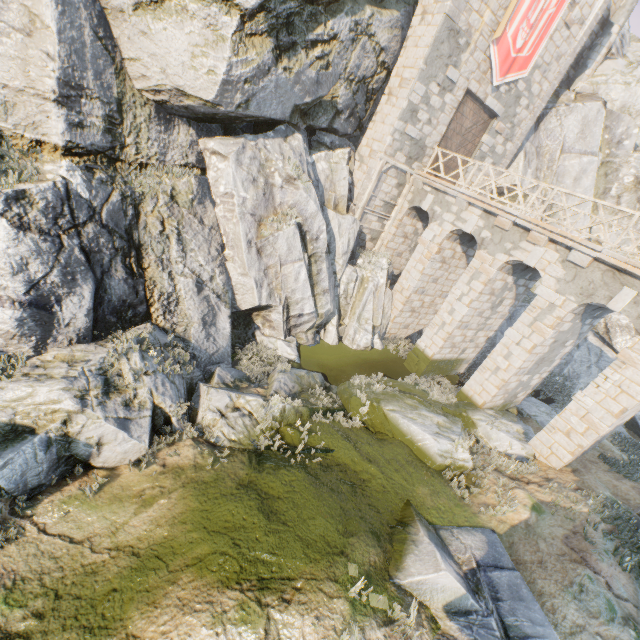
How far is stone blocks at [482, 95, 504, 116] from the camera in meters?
15.8

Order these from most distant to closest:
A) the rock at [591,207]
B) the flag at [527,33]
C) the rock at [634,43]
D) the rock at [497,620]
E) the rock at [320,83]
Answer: the rock at [591,207]
the rock at [634,43]
the flag at [527,33]
the rock at [320,83]
the rock at [497,620]

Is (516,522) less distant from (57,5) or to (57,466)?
(57,466)

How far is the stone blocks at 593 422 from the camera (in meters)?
9.98

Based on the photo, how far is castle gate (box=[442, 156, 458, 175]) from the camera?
17.19m

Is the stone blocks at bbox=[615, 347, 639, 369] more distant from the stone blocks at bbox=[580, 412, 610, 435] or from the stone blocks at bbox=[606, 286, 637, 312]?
the stone blocks at bbox=[580, 412, 610, 435]

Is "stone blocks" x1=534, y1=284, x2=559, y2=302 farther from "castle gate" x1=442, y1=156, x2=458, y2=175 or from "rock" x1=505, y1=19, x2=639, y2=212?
"castle gate" x1=442, y1=156, x2=458, y2=175

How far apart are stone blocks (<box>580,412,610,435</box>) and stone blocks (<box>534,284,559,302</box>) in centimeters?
373cm
